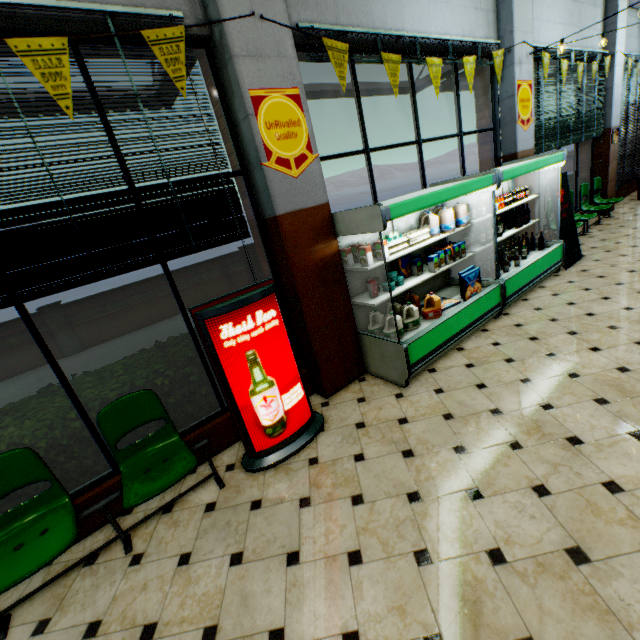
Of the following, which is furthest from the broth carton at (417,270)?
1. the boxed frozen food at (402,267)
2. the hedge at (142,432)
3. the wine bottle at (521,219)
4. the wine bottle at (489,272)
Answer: the wine bottle at (521,219)

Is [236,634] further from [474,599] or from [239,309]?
[239,309]

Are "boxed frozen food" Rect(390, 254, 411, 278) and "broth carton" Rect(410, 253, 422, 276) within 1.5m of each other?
yes

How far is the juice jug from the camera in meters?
4.2

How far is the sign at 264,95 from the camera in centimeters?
300cm

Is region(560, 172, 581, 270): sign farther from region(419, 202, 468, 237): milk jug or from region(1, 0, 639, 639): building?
region(419, 202, 468, 237): milk jug

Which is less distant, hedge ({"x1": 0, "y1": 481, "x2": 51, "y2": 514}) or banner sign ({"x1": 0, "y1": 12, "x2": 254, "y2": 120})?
banner sign ({"x1": 0, "y1": 12, "x2": 254, "y2": 120})

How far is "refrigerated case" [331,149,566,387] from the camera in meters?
3.5
